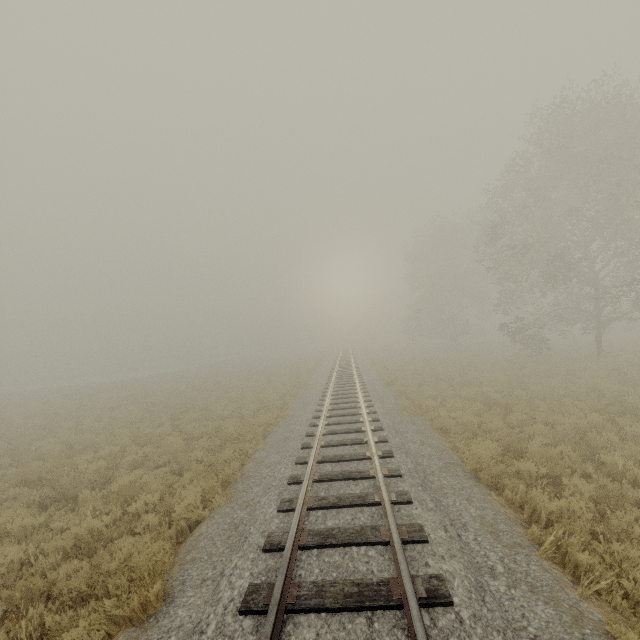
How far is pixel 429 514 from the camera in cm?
543
